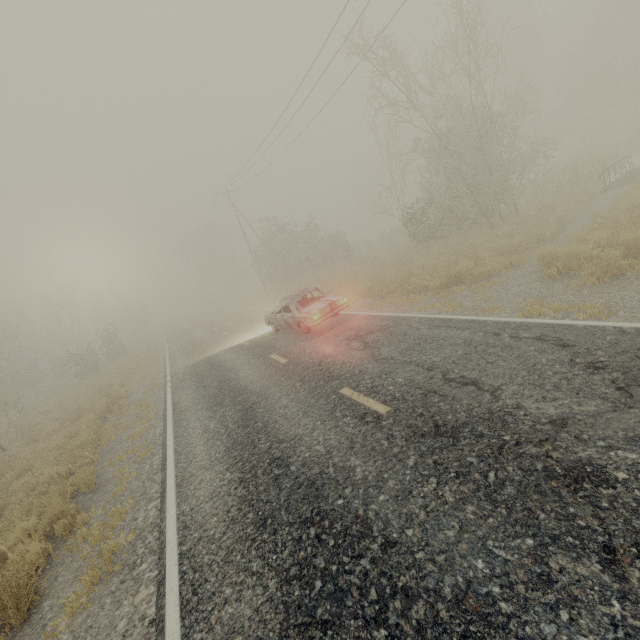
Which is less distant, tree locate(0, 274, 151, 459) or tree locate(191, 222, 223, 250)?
tree locate(0, 274, 151, 459)

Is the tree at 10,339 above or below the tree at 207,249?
below

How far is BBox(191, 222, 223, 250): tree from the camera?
57.7m

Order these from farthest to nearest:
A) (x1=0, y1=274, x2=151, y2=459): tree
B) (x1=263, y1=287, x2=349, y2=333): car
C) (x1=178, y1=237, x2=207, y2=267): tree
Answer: (x1=178, y1=237, x2=207, y2=267): tree, (x1=0, y1=274, x2=151, y2=459): tree, (x1=263, y1=287, x2=349, y2=333): car

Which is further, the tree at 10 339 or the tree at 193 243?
the tree at 193 243

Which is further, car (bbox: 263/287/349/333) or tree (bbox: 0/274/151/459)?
tree (bbox: 0/274/151/459)

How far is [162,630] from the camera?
3.4m
